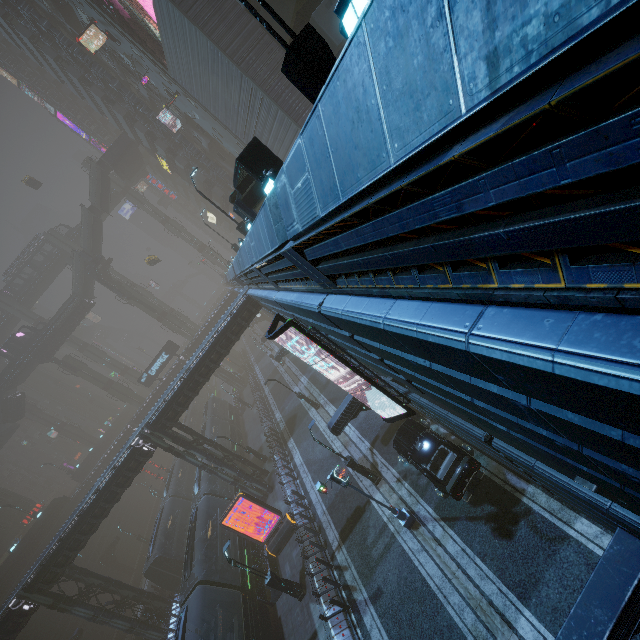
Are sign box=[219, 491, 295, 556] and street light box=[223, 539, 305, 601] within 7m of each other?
yes

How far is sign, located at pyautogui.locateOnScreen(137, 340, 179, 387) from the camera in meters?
48.5

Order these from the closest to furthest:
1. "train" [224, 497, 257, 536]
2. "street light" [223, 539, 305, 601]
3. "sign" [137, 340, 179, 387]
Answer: "street light" [223, 539, 305, 601] < "train" [224, 497, 257, 536] < "sign" [137, 340, 179, 387]

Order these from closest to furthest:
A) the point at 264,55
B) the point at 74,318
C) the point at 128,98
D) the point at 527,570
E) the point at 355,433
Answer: the point at 527,570 → the point at 264,55 → the point at 355,433 → the point at 128,98 → the point at 74,318

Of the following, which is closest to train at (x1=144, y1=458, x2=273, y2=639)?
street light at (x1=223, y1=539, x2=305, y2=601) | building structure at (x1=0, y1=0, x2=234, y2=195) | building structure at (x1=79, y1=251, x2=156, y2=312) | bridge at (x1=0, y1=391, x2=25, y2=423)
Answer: street light at (x1=223, y1=539, x2=305, y2=601)

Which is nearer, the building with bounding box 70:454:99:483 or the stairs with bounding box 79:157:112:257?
the stairs with bounding box 79:157:112:257

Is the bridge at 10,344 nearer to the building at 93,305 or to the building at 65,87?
the building at 93,305

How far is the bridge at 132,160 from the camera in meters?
49.6
